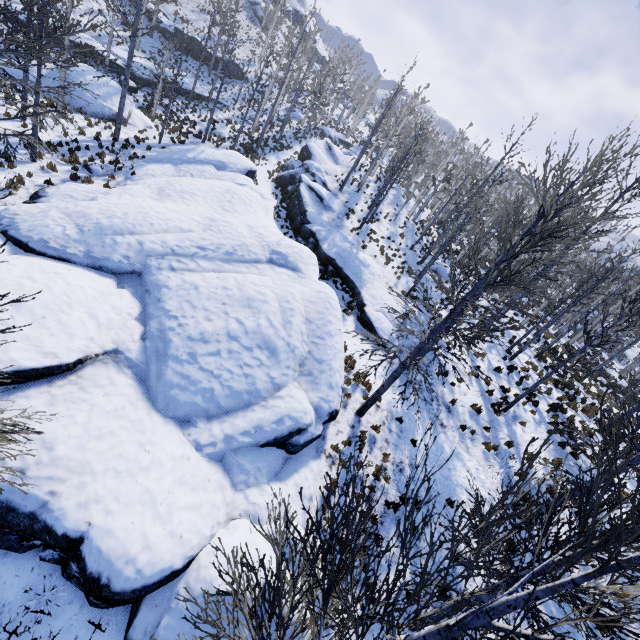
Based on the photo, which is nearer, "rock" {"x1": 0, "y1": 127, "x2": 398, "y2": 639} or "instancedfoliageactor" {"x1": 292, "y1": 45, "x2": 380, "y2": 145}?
"rock" {"x1": 0, "y1": 127, "x2": 398, "y2": 639}

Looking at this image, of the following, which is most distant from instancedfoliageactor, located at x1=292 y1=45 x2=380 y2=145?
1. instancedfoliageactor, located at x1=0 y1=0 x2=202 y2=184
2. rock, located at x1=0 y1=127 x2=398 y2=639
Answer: instancedfoliageactor, located at x1=0 y1=0 x2=202 y2=184

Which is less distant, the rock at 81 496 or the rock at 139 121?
the rock at 81 496

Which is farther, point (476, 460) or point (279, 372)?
point (476, 460)

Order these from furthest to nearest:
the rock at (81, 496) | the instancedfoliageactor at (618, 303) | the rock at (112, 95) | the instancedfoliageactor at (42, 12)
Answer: the rock at (112, 95) < the instancedfoliageactor at (42, 12) < the rock at (81, 496) < the instancedfoliageactor at (618, 303)

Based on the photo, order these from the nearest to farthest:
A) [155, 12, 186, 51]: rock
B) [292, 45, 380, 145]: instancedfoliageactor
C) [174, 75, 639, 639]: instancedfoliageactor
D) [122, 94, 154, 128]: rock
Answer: [174, 75, 639, 639]: instancedfoliageactor → [122, 94, 154, 128]: rock → [155, 12, 186, 51]: rock → [292, 45, 380, 145]: instancedfoliageactor

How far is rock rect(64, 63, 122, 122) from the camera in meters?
21.2 m

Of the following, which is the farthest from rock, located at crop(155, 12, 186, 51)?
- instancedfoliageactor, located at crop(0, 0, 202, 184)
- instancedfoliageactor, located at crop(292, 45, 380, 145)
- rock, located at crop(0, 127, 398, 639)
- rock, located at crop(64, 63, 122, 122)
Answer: rock, located at crop(64, 63, 122, 122)
